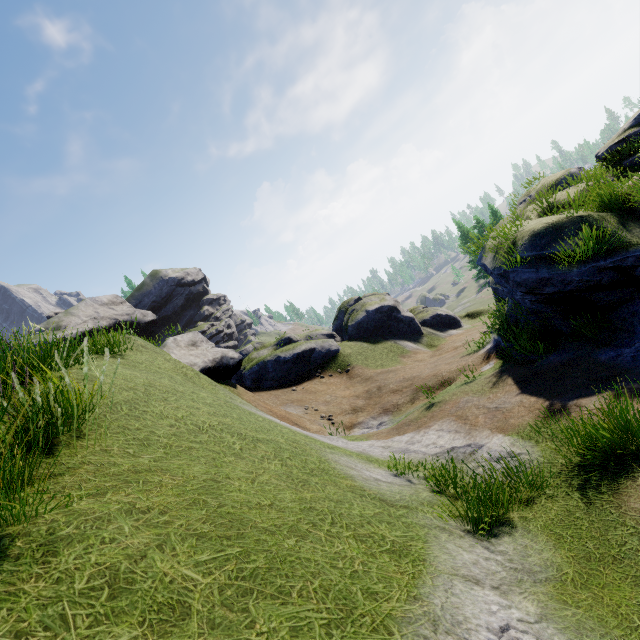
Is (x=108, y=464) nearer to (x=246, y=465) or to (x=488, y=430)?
(x=246, y=465)

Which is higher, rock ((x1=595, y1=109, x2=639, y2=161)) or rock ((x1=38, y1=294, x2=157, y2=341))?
rock ((x1=38, y1=294, x2=157, y2=341))

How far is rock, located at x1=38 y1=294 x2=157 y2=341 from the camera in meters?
44.8 m

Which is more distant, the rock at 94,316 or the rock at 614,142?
the rock at 94,316

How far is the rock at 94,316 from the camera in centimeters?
4484cm

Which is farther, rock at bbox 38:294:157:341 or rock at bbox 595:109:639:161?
rock at bbox 38:294:157:341
